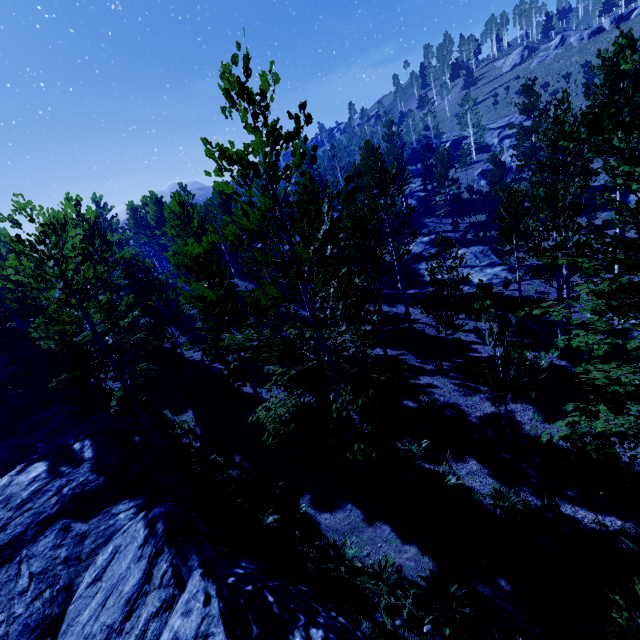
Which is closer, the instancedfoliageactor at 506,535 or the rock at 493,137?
the instancedfoliageactor at 506,535

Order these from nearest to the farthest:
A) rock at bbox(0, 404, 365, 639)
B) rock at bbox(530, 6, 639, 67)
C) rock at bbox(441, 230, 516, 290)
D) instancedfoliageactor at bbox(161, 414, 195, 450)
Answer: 1. rock at bbox(0, 404, 365, 639)
2. instancedfoliageactor at bbox(161, 414, 195, 450)
3. rock at bbox(441, 230, 516, 290)
4. rock at bbox(530, 6, 639, 67)

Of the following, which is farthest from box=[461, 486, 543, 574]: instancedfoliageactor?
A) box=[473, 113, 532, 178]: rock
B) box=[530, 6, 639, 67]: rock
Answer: box=[530, 6, 639, 67]: rock

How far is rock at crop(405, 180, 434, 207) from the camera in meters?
48.0

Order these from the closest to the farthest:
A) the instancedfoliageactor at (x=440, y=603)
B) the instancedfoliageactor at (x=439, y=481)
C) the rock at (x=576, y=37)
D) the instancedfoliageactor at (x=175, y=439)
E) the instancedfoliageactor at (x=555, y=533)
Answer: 1. the instancedfoliageactor at (x=440, y=603)
2. the instancedfoliageactor at (x=555, y=533)
3. the instancedfoliageactor at (x=439, y=481)
4. the instancedfoliageactor at (x=175, y=439)
5. the rock at (x=576, y=37)

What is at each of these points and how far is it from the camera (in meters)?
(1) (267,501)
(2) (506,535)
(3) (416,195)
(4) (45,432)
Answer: (1) instancedfoliageactor, 8.83
(2) instancedfoliageactor, 7.14
(3) rock, 50.41
(4) rock, 12.66

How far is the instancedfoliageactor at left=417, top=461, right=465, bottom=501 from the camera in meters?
8.6
